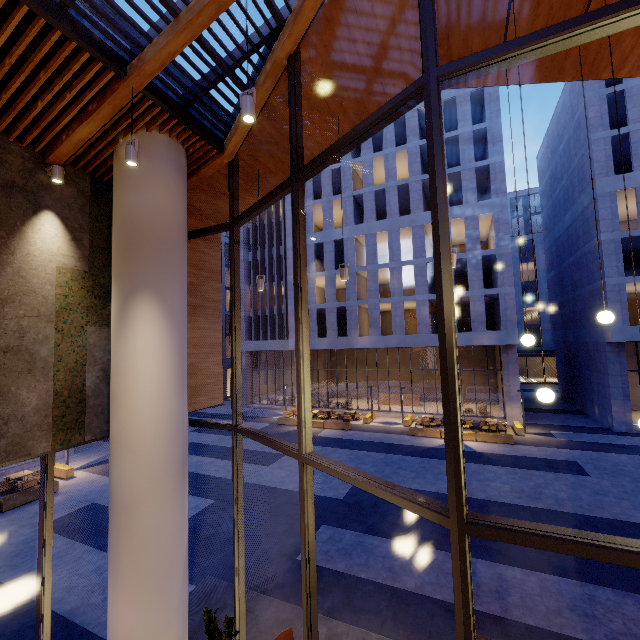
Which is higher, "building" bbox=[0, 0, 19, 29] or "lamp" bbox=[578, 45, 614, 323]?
"building" bbox=[0, 0, 19, 29]

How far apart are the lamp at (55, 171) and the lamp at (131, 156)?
1.65m

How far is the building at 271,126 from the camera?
5.91m

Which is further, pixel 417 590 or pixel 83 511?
pixel 83 511

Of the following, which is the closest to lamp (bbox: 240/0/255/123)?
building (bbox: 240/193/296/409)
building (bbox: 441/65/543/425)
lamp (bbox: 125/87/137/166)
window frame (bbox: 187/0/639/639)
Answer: window frame (bbox: 187/0/639/639)

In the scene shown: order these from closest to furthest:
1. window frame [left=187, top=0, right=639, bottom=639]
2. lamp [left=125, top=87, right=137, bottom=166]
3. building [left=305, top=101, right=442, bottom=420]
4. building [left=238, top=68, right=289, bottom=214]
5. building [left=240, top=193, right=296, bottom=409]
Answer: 1. window frame [left=187, top=0, right=639, bottom=639]
2. lamp [left=125, top=87, right=137, bottom=166]
3. building [left=238, top=68, right=289, bottom=214]
4. building [left=305, top=101, right=442, bottom=420]
5. building [left=240, top=193, right=296, bottom=409]

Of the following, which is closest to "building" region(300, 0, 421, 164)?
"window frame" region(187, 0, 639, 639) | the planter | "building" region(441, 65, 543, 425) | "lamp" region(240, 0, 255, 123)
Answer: "window frame" region(187, 0, 639, 639)

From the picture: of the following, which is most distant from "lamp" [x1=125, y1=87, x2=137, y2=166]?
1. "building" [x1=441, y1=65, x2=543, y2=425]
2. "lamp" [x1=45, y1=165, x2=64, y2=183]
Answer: "building" [x1=441, y1=65, x2=543, y2=425]
